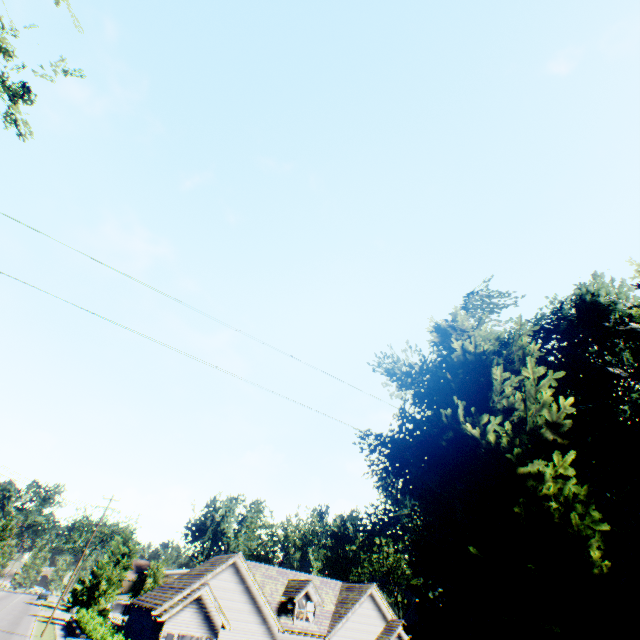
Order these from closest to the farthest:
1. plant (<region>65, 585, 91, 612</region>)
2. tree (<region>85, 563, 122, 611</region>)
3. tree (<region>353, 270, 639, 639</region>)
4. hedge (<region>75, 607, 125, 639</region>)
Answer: tree (<region>353, 270, 639, 639</region>), hedge (<region>75, 607, 125, 639</region>), tree (<region>85, 563, 122, 611</region>), plant (<region>65, 585, 91, 612</region>)

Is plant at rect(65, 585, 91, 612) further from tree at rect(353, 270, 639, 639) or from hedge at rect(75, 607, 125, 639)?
hedge at rect(75, 607, 125, 639)

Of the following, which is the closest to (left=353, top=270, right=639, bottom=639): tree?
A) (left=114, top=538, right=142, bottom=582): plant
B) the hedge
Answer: (left=114, top=538, right=142, bottom=582): plant

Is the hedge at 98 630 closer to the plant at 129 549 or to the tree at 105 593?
the tree at 105 593

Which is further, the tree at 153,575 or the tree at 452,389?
the tree at 153,575

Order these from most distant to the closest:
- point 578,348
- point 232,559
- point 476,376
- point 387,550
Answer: point 387,550
point 232,559
point 578,348
point 476,376

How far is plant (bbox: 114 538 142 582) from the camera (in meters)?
47.44
